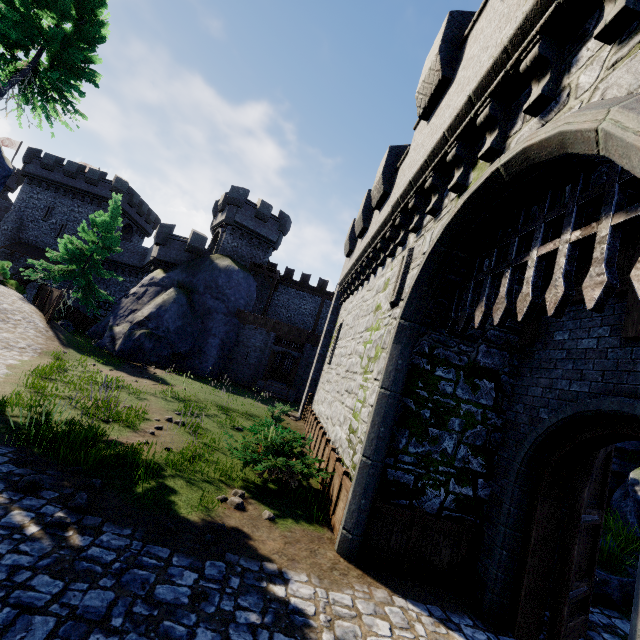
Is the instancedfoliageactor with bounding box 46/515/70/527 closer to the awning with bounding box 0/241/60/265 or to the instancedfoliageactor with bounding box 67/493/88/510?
the instancedfoliageactor with bounding box 67/493/88/510

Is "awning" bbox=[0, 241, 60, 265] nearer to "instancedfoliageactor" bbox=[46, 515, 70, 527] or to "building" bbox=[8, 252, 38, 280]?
"building" bbox=[8, 252, 38, 280]

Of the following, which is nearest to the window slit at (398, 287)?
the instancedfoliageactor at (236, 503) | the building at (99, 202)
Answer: the instancedfoliageactor at (236, 503)

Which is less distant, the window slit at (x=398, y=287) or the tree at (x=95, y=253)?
the window slit at (x=398, y=287)

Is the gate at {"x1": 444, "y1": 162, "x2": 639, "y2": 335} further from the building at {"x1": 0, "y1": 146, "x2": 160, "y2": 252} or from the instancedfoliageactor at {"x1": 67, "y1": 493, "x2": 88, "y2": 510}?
the building at {"x1": 0, "y1": 146, "x2": 160, "y2": 252}

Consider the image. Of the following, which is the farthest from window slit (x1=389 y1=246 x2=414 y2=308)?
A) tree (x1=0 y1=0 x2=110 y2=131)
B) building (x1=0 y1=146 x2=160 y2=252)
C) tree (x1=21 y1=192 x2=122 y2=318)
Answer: building (x1=0 y1=146 x2=160 y2=252)

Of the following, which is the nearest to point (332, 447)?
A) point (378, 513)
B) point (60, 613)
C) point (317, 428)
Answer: point (378, 513)

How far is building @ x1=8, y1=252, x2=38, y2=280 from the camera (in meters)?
35.47
